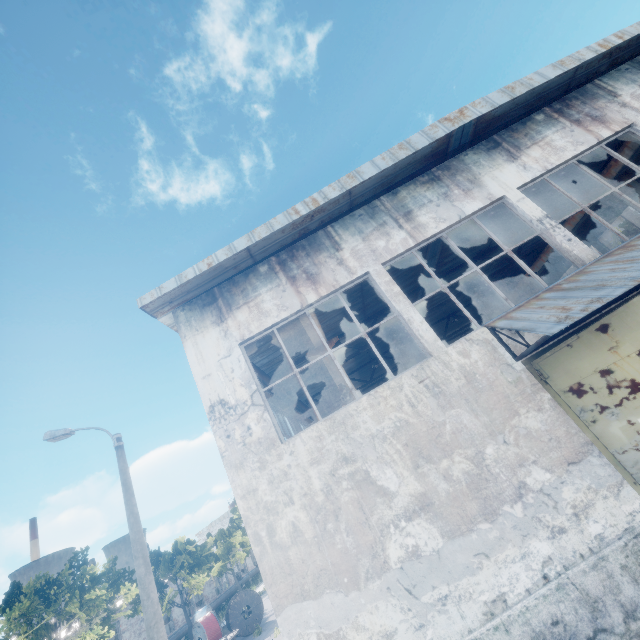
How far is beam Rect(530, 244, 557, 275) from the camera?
15.78m

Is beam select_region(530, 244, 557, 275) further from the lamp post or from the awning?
the lamp post

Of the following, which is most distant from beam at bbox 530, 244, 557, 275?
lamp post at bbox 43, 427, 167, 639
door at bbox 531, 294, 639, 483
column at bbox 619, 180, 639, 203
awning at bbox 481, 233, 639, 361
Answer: lamp post at bbox 43, 427, 167, 639

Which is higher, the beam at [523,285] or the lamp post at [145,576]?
the beam at [523,285]

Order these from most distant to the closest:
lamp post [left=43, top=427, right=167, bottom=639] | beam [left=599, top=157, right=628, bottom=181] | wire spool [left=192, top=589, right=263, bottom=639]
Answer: wire spool [left=192, top=589, right=263, bottom=639], beam [left=599, top=157, right=628, bottom=181], lamp post [left=43, top=427, right=167, bottom=639]

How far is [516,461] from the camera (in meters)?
5.89

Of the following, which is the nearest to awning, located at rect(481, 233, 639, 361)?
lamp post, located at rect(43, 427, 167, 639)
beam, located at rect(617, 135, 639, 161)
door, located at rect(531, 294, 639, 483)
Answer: door, located at rect(531, 294, 639, 483)

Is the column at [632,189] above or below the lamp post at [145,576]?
above
